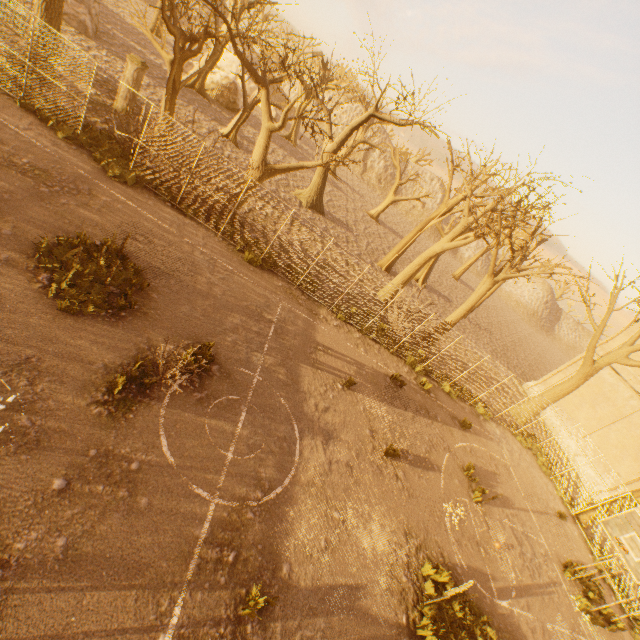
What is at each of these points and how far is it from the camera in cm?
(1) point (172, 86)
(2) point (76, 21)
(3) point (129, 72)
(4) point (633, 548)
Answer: (1) tree, 1520
(2) rock, 2030
(3) fence column, 1527
(4) basketballbackboardstansion, 1009

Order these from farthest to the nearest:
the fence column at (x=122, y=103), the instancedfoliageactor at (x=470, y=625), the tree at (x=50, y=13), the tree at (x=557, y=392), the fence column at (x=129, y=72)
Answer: the tree at (x=557, y=392)
the fence column at (x=122, y=103)
the fence column at (x=129, y=72)
the tree at (x=50, y=13)
the instancedfoliageactor at (x=470, y=625)

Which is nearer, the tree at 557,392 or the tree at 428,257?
the tree at 428,257

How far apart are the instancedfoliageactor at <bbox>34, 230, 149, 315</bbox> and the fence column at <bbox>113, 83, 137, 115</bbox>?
12.3m

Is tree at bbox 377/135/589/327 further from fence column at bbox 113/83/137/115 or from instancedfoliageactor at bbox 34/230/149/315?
instancedfoliageactor at bbox 34/230/149/315

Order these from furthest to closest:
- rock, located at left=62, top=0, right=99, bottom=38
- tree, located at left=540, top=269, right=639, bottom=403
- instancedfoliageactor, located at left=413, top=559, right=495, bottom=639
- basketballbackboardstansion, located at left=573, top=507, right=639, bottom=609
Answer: rock, located at left=62, top=0, right=99, bottom=38 < tree, located at left=540, top=269, right=639, bottom=403 < basketballbackboardstansion, located at left=573, top=507, right=639, bottom=609 < instancedfoliageactor, located at left=413, top=559, right=495, bottom=639

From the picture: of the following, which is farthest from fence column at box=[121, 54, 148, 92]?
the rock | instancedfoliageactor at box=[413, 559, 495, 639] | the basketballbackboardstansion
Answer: the basketballbackboardstansion

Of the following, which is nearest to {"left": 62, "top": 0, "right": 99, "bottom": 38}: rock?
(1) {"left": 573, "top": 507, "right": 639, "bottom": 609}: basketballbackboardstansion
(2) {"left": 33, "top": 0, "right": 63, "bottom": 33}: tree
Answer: (2) {"left": 33, "top": 0, "right": 63, "bottom": 33}: tree
